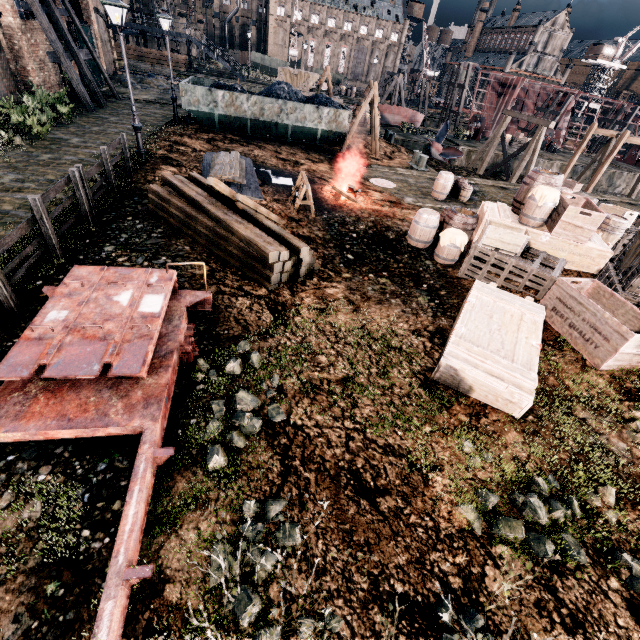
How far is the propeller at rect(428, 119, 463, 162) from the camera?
28.20m

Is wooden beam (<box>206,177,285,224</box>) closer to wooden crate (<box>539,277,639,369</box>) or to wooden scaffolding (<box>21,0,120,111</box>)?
wooden crate (<box>539,277,639,369</box>)

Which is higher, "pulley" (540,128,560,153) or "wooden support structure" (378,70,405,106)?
"wooden support structure" (378,70,405,106)

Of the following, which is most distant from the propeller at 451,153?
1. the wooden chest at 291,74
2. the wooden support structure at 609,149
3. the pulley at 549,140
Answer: the pulley at 549,140

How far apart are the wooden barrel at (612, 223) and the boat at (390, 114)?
30.2 meters

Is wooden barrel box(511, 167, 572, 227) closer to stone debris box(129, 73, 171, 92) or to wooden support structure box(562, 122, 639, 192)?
wooden support structure box(562, 122, 639, 192)

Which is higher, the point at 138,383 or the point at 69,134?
the point at 138,383

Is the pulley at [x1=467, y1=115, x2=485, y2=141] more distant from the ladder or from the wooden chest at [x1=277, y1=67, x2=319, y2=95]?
the ladder
